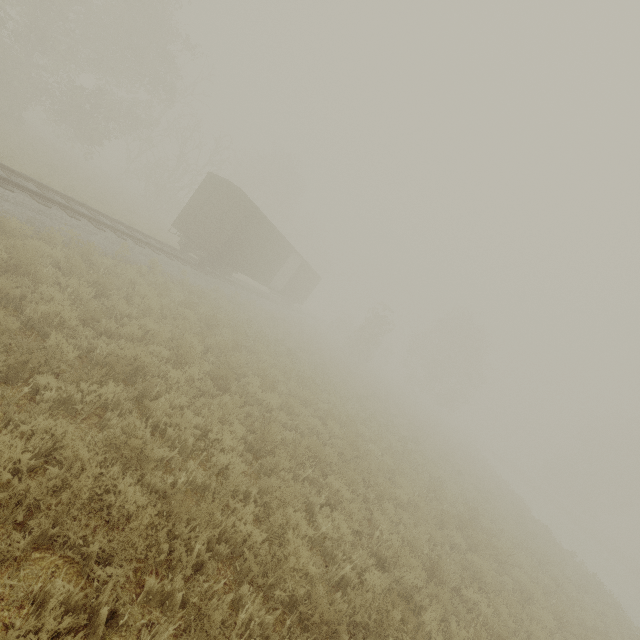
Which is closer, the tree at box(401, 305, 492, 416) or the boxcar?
the boxcar

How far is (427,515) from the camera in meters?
9.2

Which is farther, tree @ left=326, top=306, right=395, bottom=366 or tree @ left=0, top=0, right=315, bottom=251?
tree @ left=326, top=306, right=395, bottom=366

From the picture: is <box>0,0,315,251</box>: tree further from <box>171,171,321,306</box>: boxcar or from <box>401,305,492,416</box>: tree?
<box>401,305,492,416</box>: tree

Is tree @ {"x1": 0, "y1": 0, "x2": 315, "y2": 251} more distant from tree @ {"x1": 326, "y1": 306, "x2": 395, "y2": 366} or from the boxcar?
the boxcar

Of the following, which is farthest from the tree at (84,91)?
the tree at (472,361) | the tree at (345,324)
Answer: the tree at (472,361)

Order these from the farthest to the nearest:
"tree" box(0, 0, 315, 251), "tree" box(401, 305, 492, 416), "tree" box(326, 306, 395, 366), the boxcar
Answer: "tree" box(401, 305, 492, 416), "tree" box(326, 306, 395, 366), "tree" box(0, 0, 315, 251), the boxcar

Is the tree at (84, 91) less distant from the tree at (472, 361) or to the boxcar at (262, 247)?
the boxcar at (262, 247)
